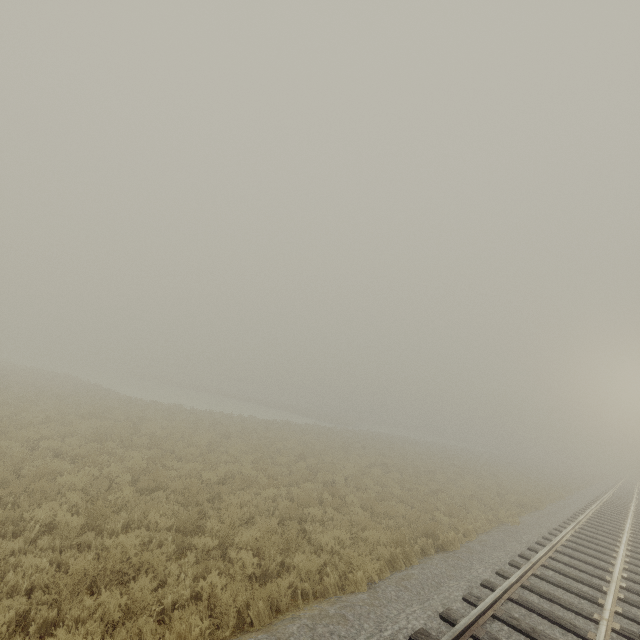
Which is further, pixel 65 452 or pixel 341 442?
pixel 341 442
